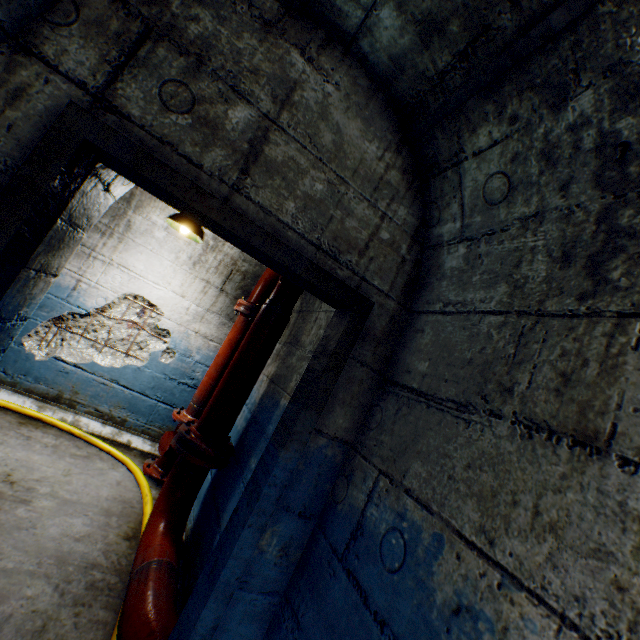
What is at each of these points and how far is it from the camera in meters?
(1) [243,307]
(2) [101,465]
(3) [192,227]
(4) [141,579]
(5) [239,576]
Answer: (1) pipe end, 3.8 m
(2) building tunnel, 3.3 m
(3) ceiling light, 3.3 m
(4) pipe, 1.8 m
(5) building tunnel, 1.2 m

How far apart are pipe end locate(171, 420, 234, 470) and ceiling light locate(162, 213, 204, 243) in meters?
1.9

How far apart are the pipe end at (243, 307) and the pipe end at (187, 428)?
1.3m

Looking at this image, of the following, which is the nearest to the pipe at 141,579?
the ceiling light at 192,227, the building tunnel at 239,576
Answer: the building tunnel at 239,576

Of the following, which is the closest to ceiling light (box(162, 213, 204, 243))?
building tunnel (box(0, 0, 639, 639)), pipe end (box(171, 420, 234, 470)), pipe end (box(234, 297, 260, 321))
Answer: building tunnel (box(0, 0, 639, 639))

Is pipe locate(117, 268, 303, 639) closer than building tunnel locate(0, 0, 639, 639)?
No

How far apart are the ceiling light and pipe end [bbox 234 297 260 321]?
0.75m

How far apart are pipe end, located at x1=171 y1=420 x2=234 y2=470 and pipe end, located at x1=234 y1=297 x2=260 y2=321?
1.3m
